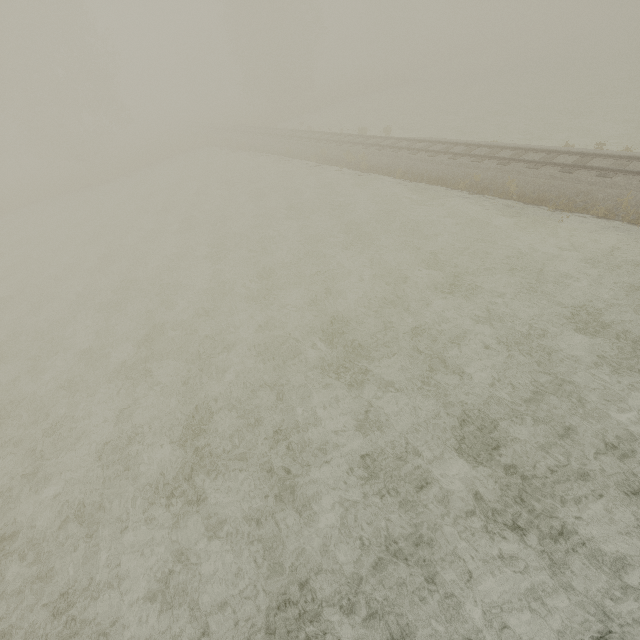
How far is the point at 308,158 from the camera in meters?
25.5 m
